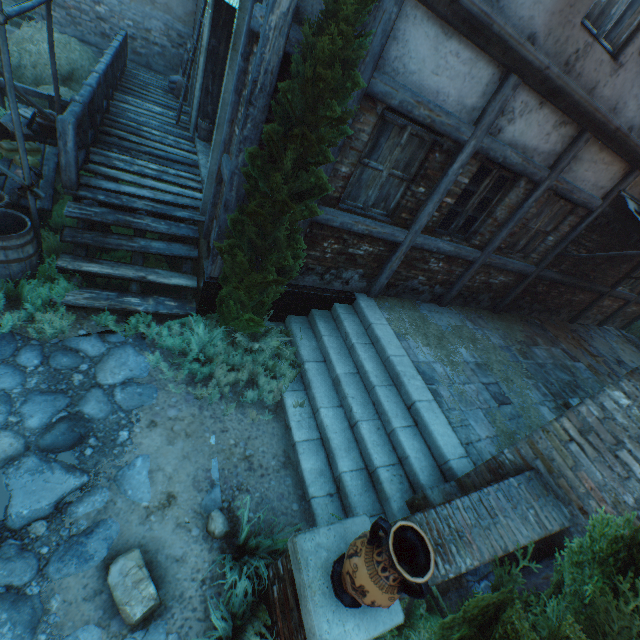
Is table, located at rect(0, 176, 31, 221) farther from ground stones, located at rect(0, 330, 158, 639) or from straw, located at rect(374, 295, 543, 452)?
straw, located at rect(374, 295, 543, 452)

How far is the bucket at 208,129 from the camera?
8.10m

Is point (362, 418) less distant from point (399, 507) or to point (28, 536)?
point (399, 507)

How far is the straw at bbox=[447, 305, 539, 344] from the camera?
7.5 meters

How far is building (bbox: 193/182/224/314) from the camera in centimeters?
483cm

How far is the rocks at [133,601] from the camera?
2.6m

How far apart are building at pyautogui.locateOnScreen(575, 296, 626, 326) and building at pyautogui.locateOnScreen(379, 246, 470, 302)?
6.3 meters

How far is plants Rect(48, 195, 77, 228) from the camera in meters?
5.5
